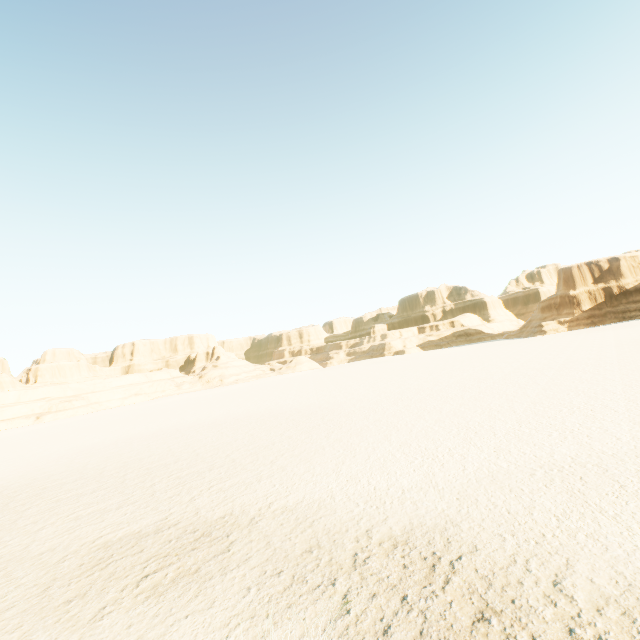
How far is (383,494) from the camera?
9.4 meters
